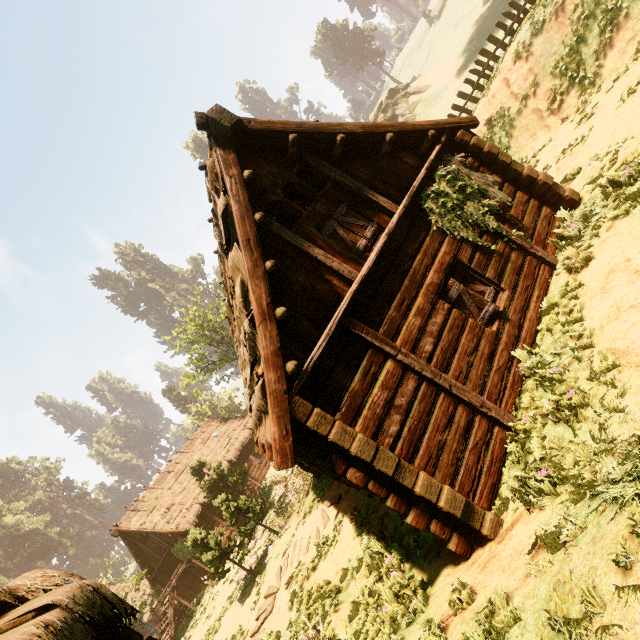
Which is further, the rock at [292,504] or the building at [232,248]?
the rock at [292,504]

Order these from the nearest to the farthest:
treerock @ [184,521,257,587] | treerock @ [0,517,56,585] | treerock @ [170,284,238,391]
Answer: treerock @ [184,521,257,587] < treerock @ [170,284,238,391] < treerock @ [0,517,56,585]

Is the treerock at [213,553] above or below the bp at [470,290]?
above

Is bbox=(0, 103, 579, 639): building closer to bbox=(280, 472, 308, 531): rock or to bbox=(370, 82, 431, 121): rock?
bbox=(280, 472, 308, 531): rock

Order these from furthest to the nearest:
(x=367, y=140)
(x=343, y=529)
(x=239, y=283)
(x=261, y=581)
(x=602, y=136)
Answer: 1. (x=261, y=581)
2. (x=343, y=529)
3. (x=602, y=136)
4. (x=367, y=140)
5. (x=239, y=283)

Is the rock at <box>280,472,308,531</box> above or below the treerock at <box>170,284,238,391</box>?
below

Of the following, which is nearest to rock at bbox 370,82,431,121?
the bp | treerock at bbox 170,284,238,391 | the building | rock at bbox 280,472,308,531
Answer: treerock at bbox 170,284,238,391

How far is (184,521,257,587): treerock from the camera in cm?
1397
